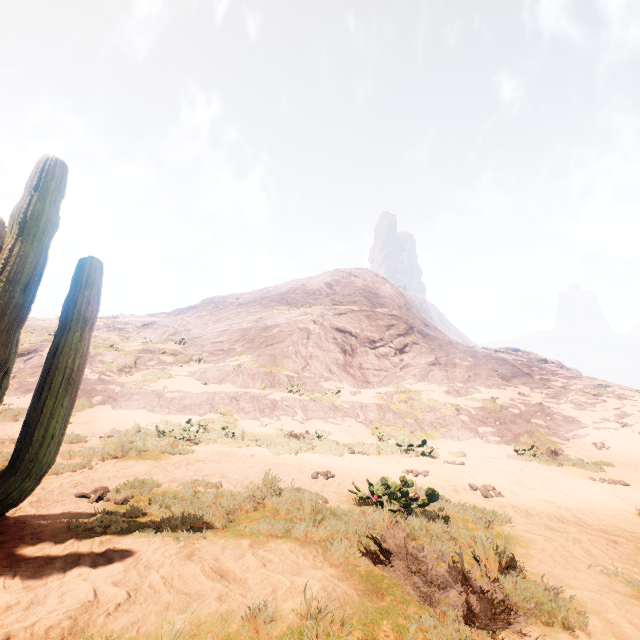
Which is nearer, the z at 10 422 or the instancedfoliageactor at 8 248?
the instancedfoliageactor at 8 248

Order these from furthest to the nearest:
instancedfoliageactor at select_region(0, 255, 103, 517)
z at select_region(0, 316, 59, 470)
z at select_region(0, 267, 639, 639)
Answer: z at select_region(0, 316, 59, 470), instancedfoliageactor at select_region(0, 255, 103, 517), z at select_region(0, 267, 639, 639)

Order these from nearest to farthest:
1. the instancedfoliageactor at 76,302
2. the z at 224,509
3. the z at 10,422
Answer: the z at 224,509 → the instancedfoliageactor at 76,302 → the z at 10,422

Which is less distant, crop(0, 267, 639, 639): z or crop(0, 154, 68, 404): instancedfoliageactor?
crop(0, 267, 639, 639): z

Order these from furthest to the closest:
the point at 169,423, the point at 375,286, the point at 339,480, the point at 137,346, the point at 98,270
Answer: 1. the point at 375,286
2. the point at 137,346
3. the point at 169,423
4. the point at 339,480
5. the point at 98,270
